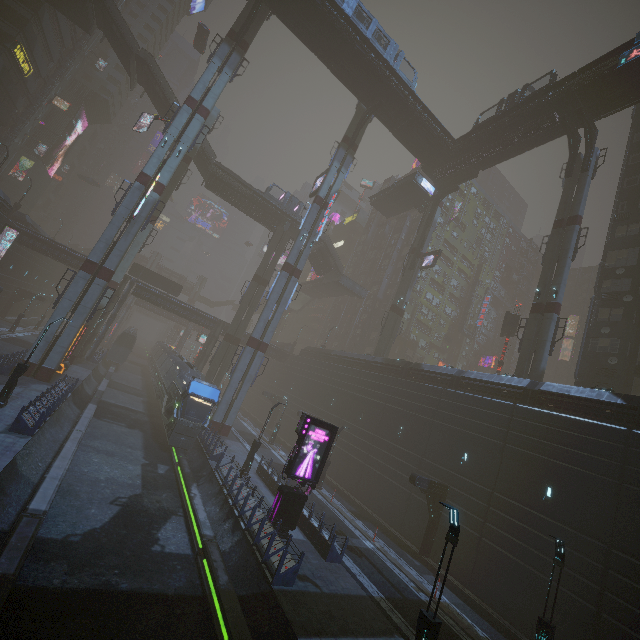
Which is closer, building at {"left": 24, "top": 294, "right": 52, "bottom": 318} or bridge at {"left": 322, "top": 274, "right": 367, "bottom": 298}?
building at {"left": 24, "top": 294, "right": 52, "bottom": 318}

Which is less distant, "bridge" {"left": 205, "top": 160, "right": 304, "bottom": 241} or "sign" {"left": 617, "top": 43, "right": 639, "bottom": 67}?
"sign" {"left": 617, "top": 43, "right": 639, "bottom": 67}

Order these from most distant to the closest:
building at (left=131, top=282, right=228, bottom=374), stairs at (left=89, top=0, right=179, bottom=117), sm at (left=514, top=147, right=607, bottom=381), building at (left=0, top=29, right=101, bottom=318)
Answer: building at (left=131, top=282, right=228, bottom=374) < building at (left=0, top=29, right=101, bottom=318) < stairs at (left=89, top=0, right=179, bottom=117) < sm at (left=514, top=147, right=607, bottom=381)

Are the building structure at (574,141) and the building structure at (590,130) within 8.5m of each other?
yes

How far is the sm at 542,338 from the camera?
26.8 meters

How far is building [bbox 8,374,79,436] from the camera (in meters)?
15.71

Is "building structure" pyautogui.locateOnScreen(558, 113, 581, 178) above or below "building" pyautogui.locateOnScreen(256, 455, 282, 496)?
above

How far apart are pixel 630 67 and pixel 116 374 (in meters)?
65.53
